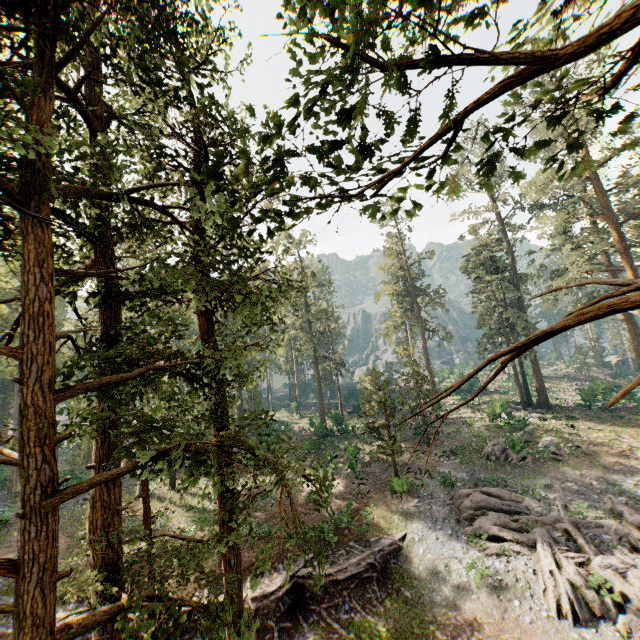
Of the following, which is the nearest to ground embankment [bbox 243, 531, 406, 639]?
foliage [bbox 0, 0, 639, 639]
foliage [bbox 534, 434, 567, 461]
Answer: foliage [bbox 0, 0, 639, 639]

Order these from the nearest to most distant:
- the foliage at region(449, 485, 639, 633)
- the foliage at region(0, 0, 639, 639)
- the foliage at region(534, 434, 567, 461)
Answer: the foliage at region(0, 0, 639, 639), the foliage at region(449, 485, 639, 633), the foliage at region(534, 434, 567, 461)

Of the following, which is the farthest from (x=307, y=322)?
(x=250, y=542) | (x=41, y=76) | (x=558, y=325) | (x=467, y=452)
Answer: (x=558, y=325)

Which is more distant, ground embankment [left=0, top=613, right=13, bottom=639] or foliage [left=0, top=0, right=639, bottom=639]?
ground embankment [left=0, top=613, right=13, bottom=639]

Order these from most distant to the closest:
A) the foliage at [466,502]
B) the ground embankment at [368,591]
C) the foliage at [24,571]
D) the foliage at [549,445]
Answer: the foliage at [549,445], the ground embankment at [368,591], the foliage at [466,502], the foliage at [24,571]

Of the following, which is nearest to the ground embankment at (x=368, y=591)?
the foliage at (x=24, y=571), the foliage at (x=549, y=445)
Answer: the foliage at (x=24, y=571)
